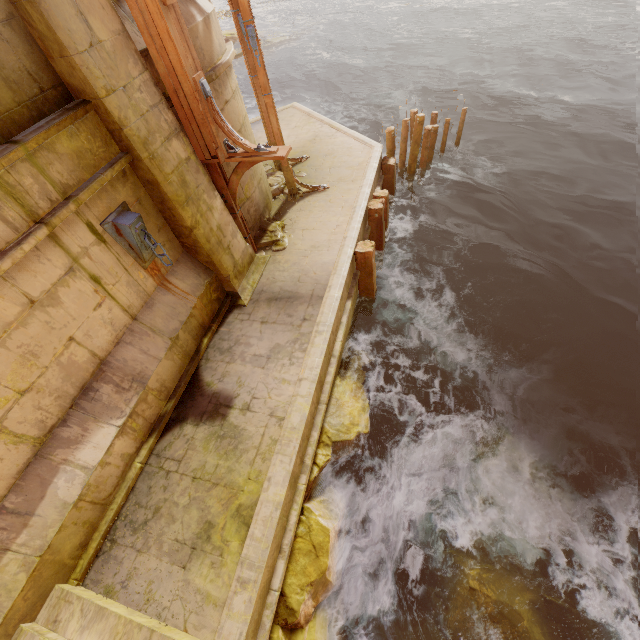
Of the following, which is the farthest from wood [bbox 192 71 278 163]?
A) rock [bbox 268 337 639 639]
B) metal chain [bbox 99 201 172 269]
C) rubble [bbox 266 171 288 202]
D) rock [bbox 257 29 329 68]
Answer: rock [bbox 257 29 329 68]

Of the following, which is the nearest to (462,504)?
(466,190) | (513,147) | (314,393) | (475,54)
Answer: (314,393)

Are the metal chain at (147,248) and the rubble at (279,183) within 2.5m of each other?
no

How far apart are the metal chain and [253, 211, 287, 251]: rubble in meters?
2.6

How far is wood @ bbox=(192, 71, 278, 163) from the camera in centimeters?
498cm

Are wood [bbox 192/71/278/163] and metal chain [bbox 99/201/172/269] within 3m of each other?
yes

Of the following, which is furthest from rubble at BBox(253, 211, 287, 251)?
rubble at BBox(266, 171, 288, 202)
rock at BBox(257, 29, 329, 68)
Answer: rock at BBox(257, 29, 329, 68)

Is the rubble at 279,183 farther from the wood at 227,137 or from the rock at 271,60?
the rock at 271,60
